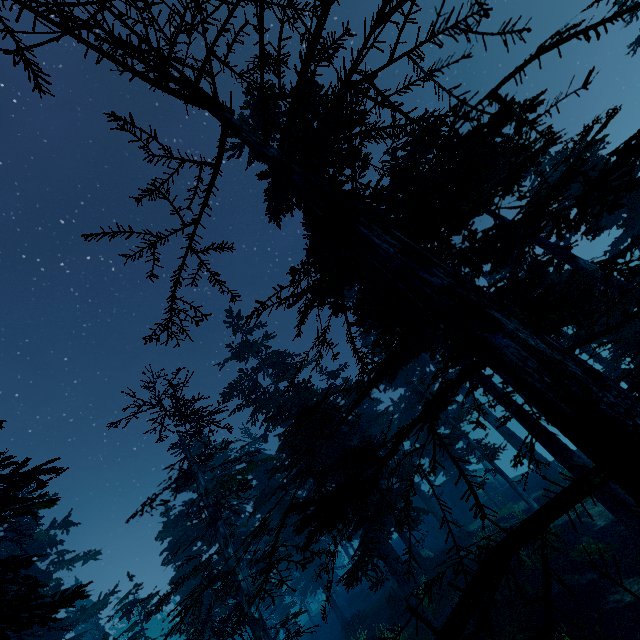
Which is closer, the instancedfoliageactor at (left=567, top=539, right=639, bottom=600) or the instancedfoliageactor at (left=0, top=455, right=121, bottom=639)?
the instancedfoliageactor at (left=567, top=539, right=639, bottom=600)

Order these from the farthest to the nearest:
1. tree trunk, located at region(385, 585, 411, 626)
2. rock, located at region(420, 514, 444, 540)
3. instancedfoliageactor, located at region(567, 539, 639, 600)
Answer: rock, located at region(420, 514, 444, 540), tree trunk, located at region(385, 585, 411, 626), instancedfoliageactor, located at region(567, 539, 639, 600)

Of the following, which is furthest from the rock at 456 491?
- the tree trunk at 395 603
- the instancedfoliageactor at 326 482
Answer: the tree trunk at 395 603

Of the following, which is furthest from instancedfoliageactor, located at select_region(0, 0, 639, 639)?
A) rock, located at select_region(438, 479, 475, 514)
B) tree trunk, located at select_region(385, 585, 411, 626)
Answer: tree trunk, located at select_region(385, 585, 411, 626)

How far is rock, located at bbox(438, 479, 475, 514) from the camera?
35.5m

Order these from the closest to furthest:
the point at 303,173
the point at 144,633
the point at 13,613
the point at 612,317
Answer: the point at 303,173
the point at 13,613
the point at 612,317
the point at 144,633

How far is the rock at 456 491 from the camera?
35.5 meters
